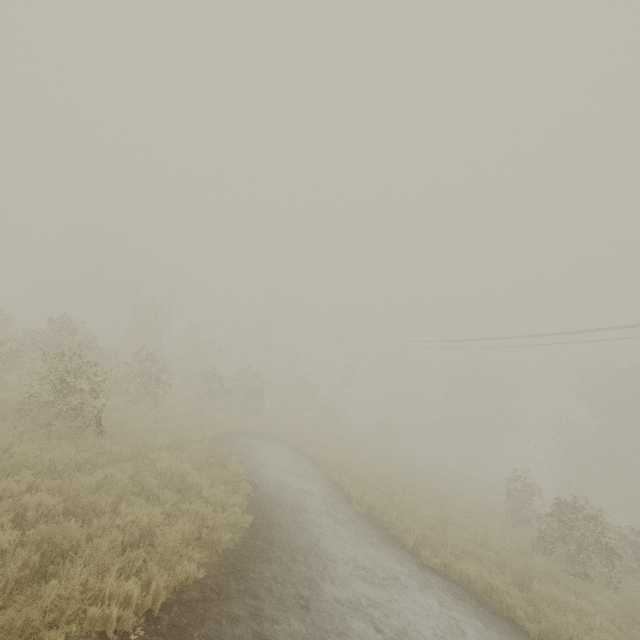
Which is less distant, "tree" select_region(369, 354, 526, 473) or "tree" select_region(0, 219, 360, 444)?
"tree" select_region(0, 219, 360, 444)

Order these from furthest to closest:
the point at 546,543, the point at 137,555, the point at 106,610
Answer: the point at 546,543
the point at 137,555
the point at 106,610

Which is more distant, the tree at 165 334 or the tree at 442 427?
the tree at 442 427

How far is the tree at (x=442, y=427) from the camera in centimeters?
→ 4397cm

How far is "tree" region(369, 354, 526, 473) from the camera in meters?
44.0
